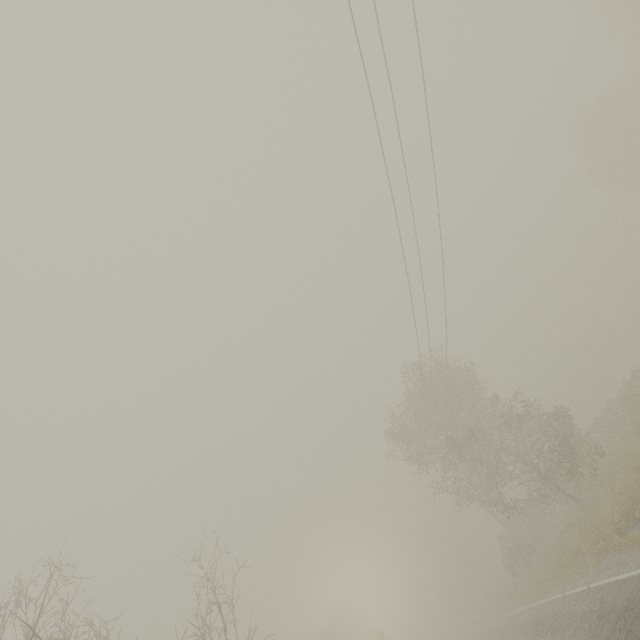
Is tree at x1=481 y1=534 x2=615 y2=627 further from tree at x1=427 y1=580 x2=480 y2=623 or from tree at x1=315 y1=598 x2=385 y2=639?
tree at x1=427 y1=580 x2=480 y2=623

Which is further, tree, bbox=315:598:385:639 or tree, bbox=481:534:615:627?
tree, bbox=315:598:385:639

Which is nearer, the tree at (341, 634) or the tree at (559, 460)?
the tree at (559, 460)

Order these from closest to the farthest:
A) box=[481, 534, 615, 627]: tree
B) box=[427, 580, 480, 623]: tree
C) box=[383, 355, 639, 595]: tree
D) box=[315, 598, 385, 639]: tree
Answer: box=[481, 534, 615, 627]: tree, box=[383, 355, 639, 595]: tree, box=[315, 598, 385, 639]: tree, box=[427, 580, 480, 623]: tree

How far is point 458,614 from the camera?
58.6 meters

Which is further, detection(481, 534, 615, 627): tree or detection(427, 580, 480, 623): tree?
detection(427, 580, 480, 623): tree

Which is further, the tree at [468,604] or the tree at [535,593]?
the tree at [468,604]
